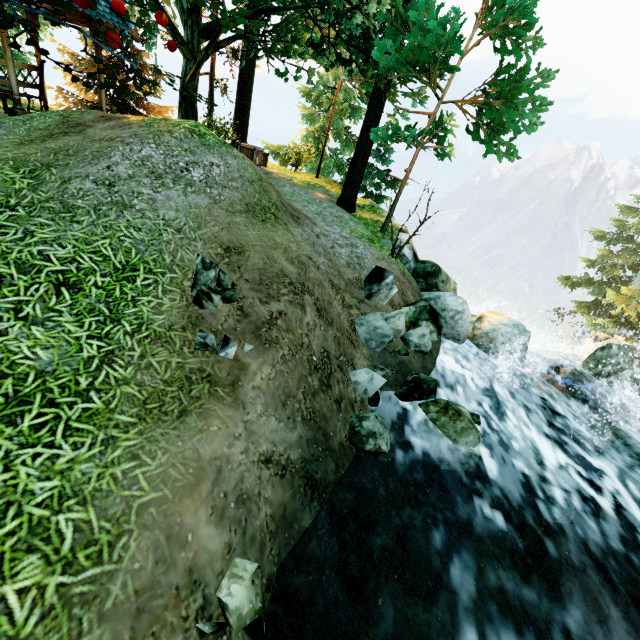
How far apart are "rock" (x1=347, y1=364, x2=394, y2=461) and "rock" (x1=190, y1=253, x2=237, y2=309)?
2.4m

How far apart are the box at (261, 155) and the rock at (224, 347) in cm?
1213

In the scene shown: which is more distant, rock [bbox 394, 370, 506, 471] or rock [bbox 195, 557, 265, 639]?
rock [bbox 394, 370, 506, 471]

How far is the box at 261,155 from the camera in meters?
13.4

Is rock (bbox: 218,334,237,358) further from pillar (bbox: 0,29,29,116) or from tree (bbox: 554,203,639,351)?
pillar (bbox: 0,29,29,116)

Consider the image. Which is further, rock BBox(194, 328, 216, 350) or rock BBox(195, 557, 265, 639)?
rock BBox(194, 328, 216, 350)

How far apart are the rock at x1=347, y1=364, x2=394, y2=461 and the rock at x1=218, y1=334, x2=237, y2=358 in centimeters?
195cm

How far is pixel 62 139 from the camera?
5.4 meters
